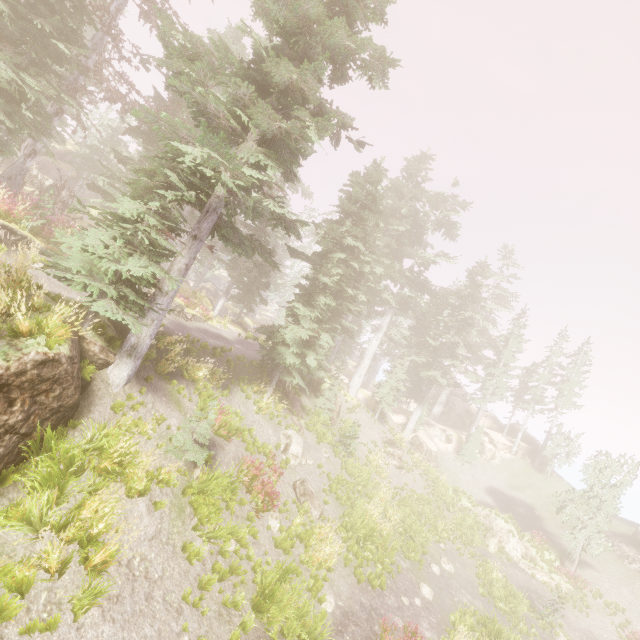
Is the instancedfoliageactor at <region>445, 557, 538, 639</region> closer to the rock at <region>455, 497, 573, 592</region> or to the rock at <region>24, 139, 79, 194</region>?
the rock at <region>24, 139, 79, 194</region>

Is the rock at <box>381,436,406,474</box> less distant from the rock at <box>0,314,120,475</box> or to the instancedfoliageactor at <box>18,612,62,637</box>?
the instancedfoliageactor at <box>18,612,62,637</box>

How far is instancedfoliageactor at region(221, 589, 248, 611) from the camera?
8.0 meters

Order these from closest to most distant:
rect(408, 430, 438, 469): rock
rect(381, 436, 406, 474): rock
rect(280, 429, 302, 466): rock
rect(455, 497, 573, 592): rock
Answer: rect(280, 429, 302, 466): rock < rect(455, 497, 573, 592): rock < rect(381, 436, 406, 474): rock < rect(408, 430, 438, 469): rock

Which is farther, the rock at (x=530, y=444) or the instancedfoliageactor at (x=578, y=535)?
the rock at (x=530, y=444)

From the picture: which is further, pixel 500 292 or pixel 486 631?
pixel 500 292

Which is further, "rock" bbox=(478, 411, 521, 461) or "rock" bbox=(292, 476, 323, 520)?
"rock" bbox=(478, 411, 521, 461)

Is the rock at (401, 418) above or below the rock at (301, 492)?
above
